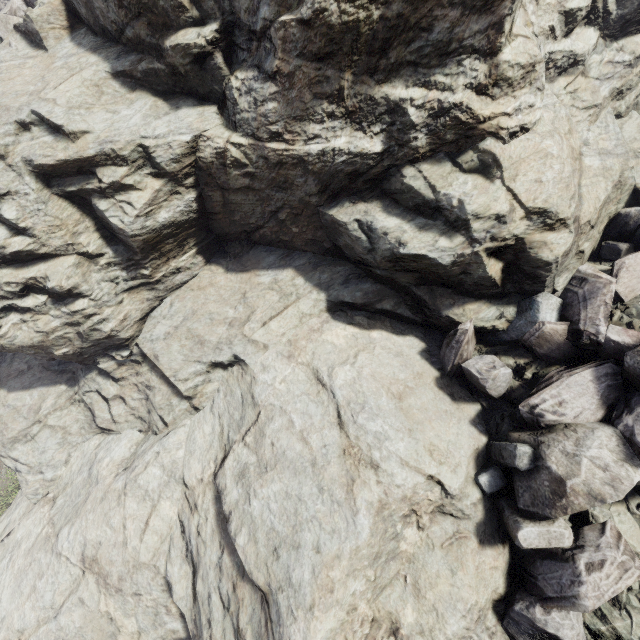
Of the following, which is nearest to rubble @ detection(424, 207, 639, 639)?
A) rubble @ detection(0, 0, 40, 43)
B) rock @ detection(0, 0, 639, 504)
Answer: rock @ detection(0, 0, 639, 504)

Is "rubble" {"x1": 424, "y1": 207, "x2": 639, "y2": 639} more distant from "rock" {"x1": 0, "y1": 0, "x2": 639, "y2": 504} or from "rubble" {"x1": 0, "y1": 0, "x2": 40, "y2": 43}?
"rubble" {"x1": 0, "y1": 0, "x2": 40, "y2": 43}

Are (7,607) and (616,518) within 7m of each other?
no

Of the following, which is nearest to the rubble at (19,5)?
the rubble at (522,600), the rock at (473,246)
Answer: the rock at (473,246)

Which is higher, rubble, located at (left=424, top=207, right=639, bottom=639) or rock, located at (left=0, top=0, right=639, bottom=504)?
rock, located at (left=0, top=0, right=639, bottom=504)
